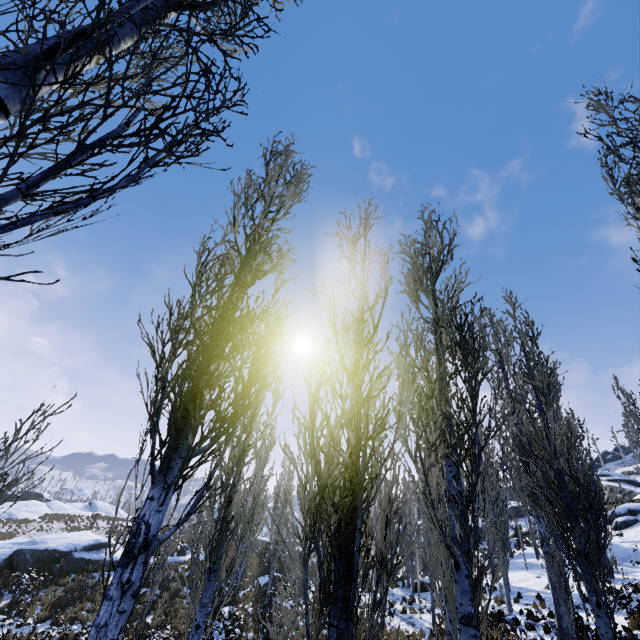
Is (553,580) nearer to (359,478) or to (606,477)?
(359,478)

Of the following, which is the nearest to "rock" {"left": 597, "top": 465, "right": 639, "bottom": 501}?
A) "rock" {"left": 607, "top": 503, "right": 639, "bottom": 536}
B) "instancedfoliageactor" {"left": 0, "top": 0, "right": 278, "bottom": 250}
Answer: "instancedfoliageactor" {"left": 0, "top": 0, "right": 278, "bottom": 250}

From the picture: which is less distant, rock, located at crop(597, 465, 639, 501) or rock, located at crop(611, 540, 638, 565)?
rock, located at crop(611, 540, 638, 565)

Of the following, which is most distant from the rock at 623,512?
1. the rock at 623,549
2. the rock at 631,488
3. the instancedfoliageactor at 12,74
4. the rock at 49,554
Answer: the rock at 49,554

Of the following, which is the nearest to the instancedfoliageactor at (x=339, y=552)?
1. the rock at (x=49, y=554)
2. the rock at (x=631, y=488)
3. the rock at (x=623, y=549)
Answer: the rock at (x=623, y=549)

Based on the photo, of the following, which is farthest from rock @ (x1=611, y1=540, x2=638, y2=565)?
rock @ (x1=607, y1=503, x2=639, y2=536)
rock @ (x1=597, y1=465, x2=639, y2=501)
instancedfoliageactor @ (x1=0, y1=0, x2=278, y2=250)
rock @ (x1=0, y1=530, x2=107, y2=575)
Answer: rock @ (x1=0, y1=530, x2=107, y2=575)

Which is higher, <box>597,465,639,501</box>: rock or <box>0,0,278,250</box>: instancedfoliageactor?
<box>597,465,639,501</box>: rock

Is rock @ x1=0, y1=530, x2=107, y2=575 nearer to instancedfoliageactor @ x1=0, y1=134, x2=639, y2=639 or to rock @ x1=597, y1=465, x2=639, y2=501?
instancedfoliageactor @ x1=0, y1=134, x2=639, y2=639
